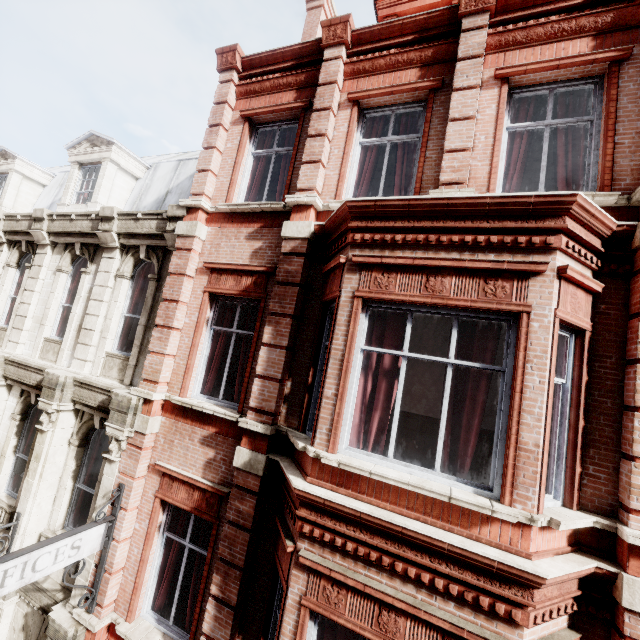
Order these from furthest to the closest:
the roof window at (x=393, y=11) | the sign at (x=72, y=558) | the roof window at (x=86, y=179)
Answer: the roof window at (x=86, y=179)
the roof window at (x=393, y=11)
the sign at (x=72, y=558)

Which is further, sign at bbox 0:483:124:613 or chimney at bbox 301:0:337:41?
chimney at bbox 301:0:337:41

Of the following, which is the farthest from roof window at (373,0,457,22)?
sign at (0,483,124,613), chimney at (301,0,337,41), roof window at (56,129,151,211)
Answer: sign at (0,483,124,613)

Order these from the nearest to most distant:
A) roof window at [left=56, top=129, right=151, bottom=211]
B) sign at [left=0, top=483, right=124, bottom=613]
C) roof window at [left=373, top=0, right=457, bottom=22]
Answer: sign at [left=0, top=483, right=124, bottom=613] < roof window at [left=373, top=0, right=457, bottom=22] < roof window at [left=56, top=129, right=151, bottom=211]

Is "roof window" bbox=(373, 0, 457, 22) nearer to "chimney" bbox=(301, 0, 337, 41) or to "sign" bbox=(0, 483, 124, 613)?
"chimney" bbox=(301, 0, 337, 41)

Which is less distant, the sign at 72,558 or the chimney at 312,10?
the sign at 72,558

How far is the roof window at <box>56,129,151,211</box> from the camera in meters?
10.1 m

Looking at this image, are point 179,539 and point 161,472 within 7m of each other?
yes
